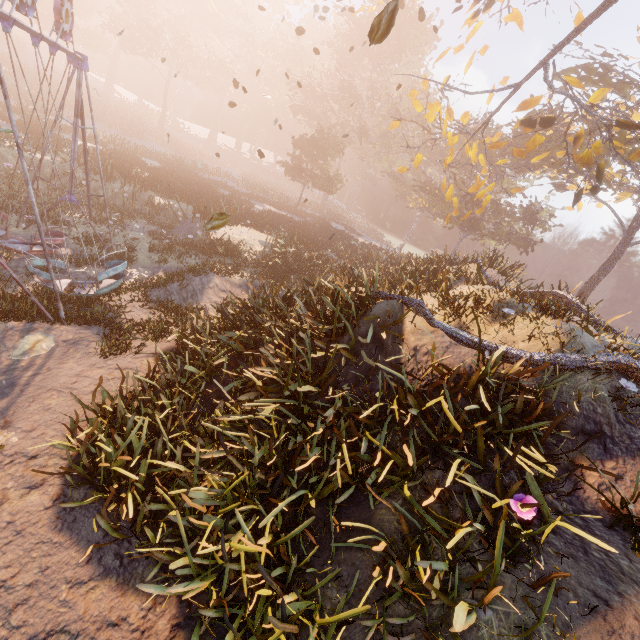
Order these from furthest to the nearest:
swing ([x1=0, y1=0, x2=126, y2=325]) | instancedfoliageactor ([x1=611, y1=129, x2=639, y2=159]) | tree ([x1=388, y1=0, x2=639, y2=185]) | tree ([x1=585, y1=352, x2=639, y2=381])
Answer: instancedfoliageactor ([x1=611, y1=129, x2=639, y2=159])
tree ([x1=388, y1=0, x2=639, y2=185])
swing ([x1=0, y1=0, x2=126, y2=325])
tree ([x1=585, y1=352, x2=639, y2=381])

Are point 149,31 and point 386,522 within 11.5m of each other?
no

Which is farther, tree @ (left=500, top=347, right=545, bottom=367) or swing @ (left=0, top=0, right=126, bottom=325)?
swing @ (left=0, top=0, right=126, bottom=325)

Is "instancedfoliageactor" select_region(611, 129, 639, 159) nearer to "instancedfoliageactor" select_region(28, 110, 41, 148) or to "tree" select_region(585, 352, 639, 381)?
"tree" select_region(585, 352, 639, 381)

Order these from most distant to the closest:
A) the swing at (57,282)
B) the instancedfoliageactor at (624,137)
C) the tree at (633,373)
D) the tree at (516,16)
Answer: the instancedfoliageactor at (624,137)
the tree at (516,16)
the swing at (57,282)
the tree at (633,373)

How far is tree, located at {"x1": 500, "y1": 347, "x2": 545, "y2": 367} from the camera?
5.71m

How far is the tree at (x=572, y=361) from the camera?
5.62m

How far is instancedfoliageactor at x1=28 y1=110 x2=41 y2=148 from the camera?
19.1m
